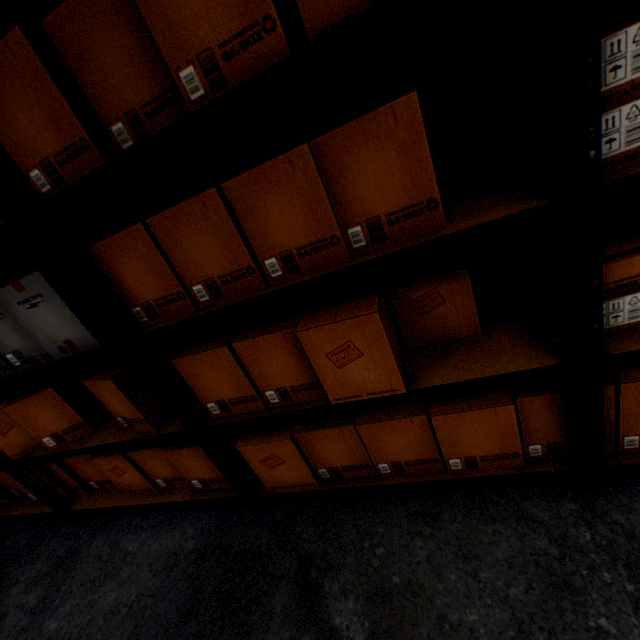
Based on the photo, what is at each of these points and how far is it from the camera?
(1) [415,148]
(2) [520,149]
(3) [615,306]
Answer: (1) cardboard box, 0.68m
(2) cardboard box, 0.83m
(3) cardboard box, 0.78m

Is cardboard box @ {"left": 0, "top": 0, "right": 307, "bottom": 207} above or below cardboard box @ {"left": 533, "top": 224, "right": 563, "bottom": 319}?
above

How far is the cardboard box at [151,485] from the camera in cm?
140

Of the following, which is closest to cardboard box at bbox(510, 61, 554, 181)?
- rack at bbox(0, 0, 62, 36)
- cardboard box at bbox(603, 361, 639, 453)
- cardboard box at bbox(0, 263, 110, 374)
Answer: rack at bbox(0, 0, 62, 36)

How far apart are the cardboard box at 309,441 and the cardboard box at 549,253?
0.15m

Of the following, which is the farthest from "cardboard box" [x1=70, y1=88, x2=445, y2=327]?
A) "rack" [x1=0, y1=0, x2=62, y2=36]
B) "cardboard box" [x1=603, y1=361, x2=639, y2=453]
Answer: "cardboard box" [x1=603, y1=361, x2=639, y2=453]

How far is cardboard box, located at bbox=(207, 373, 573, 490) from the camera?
1.0 meters

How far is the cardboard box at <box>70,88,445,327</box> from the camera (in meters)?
0.69
